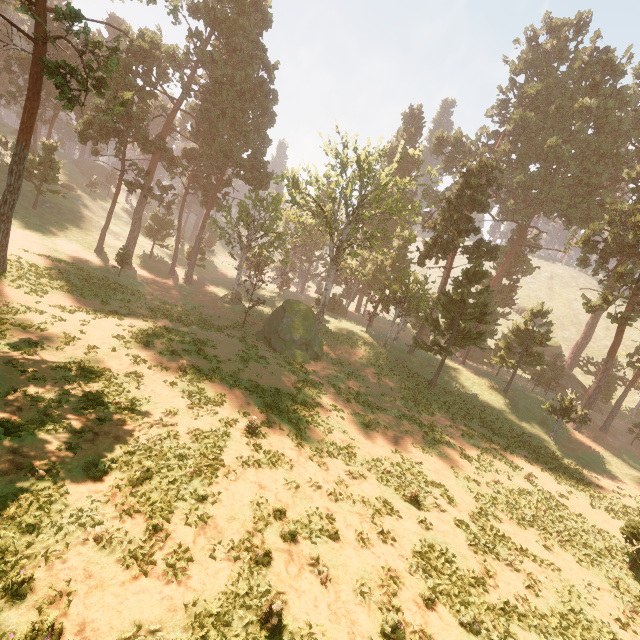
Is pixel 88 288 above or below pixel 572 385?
below

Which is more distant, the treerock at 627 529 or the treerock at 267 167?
the treerock at 267 167

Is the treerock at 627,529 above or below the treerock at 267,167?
below

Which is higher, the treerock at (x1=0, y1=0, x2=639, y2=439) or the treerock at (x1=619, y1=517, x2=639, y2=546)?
the treerock at (x1=0, y1=0, x2=639, y2=439)

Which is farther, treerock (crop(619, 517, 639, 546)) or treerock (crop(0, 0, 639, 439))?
treerock (crop(0, 0, 639, 439))
